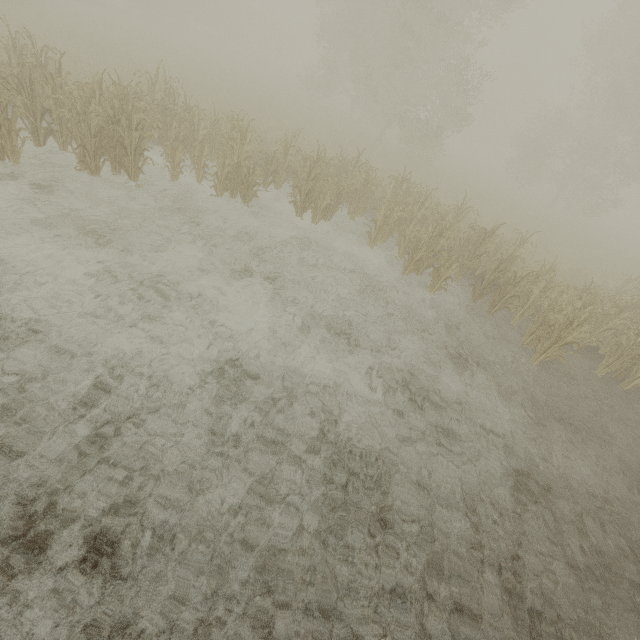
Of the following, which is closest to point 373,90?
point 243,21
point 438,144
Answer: point 438,144
